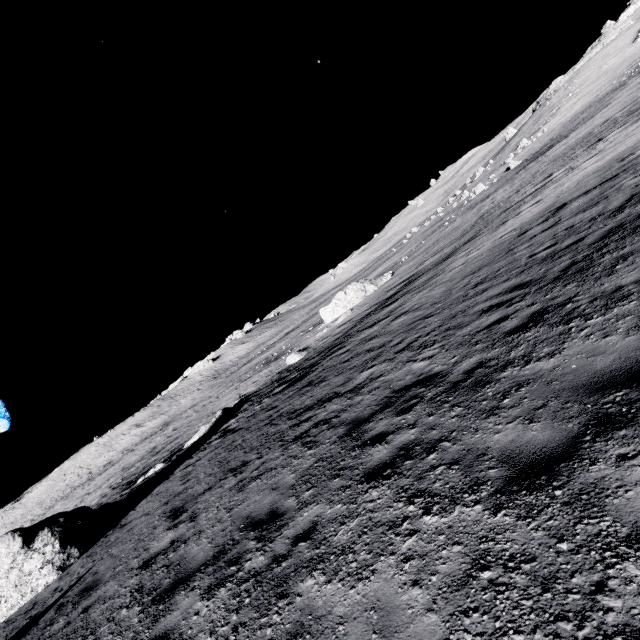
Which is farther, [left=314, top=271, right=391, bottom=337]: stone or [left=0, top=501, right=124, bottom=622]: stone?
[left=314, top=271, right=391, bottom=337]: stone

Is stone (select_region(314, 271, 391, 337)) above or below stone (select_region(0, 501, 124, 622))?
below

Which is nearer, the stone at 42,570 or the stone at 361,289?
the stone at 42,570

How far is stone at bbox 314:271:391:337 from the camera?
31.66m

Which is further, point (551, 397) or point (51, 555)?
point (51, 555)

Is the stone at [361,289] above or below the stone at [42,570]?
below
